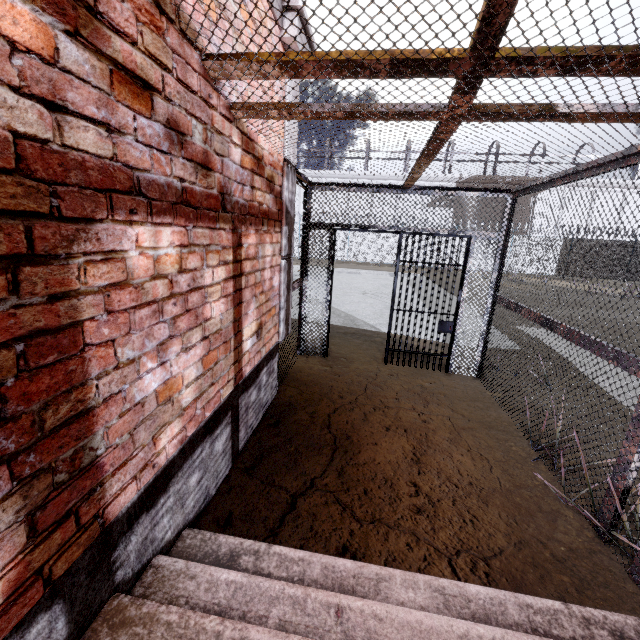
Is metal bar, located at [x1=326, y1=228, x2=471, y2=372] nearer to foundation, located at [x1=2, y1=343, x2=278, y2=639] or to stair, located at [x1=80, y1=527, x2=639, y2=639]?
foundation, located at [x1=2, y1=343, x2=278, y2=639]

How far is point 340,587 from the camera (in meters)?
1.88

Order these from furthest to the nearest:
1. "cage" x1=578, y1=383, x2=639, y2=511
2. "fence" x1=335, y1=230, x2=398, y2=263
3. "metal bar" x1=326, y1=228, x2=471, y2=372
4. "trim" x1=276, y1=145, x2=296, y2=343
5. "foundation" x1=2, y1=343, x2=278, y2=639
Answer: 1. "fence" x1=335, y1=230, x2=398, y2=263
2. "metal bar" x1=326, y1=228, x2=471, y2=372
3. "trim" x1=276, y1=145, x2=296, y2=343
4. "cage" x1=578, y1=383, x2=639, y2=511
5. "foundation" x1=2, y1=343, x2=278, y2=639

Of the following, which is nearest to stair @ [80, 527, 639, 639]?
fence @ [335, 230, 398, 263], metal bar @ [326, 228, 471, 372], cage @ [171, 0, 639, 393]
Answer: cage @ [171, 0, 639, 393]

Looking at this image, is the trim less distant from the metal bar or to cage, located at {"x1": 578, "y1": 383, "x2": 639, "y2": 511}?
cage, located at {"x1": 578, "y1": 383, "x2": 639, "y2": 511}

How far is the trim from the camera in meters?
3.4

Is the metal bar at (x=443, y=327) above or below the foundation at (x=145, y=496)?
above

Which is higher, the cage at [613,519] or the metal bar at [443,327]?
the metal bar at [443,327]
